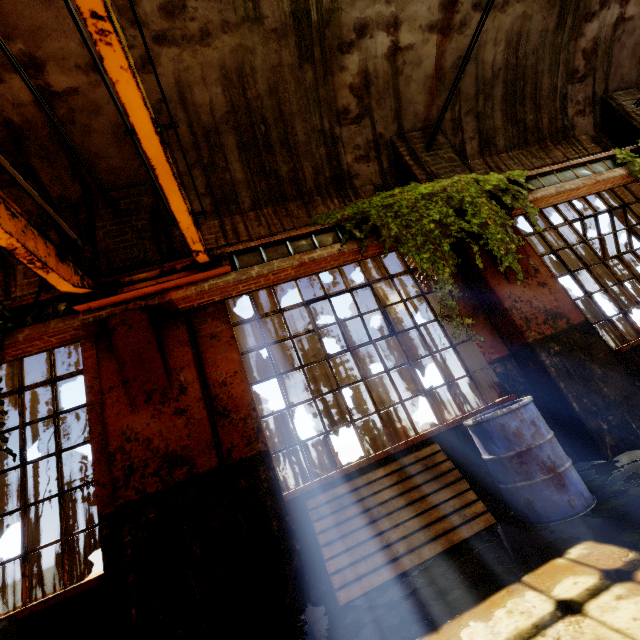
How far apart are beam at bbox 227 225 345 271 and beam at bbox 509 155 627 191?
1.9m

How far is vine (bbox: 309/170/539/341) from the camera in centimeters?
390cm

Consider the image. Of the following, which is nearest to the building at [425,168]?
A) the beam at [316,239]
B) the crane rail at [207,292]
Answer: the crane rail at [207,292]

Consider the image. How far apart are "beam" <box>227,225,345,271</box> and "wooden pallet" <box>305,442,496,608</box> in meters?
2.7 m

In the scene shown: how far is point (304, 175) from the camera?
5.3m

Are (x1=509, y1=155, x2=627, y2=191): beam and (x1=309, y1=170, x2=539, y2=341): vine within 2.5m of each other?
yes

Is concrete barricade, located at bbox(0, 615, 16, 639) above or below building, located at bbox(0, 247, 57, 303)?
below

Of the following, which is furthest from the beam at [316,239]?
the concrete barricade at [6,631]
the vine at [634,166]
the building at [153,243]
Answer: the vine at [634,166]
